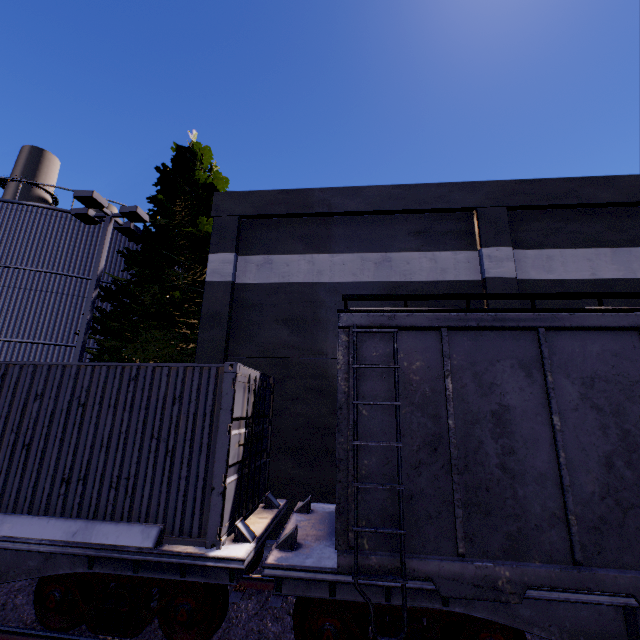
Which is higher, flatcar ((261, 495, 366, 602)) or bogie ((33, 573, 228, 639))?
flatcar ((261, 495, 366, 602))

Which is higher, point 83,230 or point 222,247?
point 83,230

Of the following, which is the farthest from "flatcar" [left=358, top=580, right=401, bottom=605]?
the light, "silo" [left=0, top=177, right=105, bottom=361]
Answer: the light

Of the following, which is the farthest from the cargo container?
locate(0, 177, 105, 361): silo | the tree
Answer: the tree

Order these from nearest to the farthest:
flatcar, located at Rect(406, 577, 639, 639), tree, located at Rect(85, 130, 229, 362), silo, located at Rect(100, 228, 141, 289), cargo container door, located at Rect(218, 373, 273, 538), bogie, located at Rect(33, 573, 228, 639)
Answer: flatcar, located at Rect(406, 577, 639, 639) < bogie, located at Rect(33, 573, 228, 639) < cargo container door, located at Rect(218, 373, 273, 538) < tree, located at Rect(85, 130, 229, 362) < silo, located at Rect(100, 228, 141, 289)

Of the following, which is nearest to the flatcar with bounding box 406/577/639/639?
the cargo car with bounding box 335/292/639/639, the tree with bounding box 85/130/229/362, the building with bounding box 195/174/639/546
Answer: the cargo car with bounding box 335/292/639/639

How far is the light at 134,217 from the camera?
10.1m

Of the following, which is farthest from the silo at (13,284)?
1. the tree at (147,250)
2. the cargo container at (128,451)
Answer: the cargo container at (128,451)
